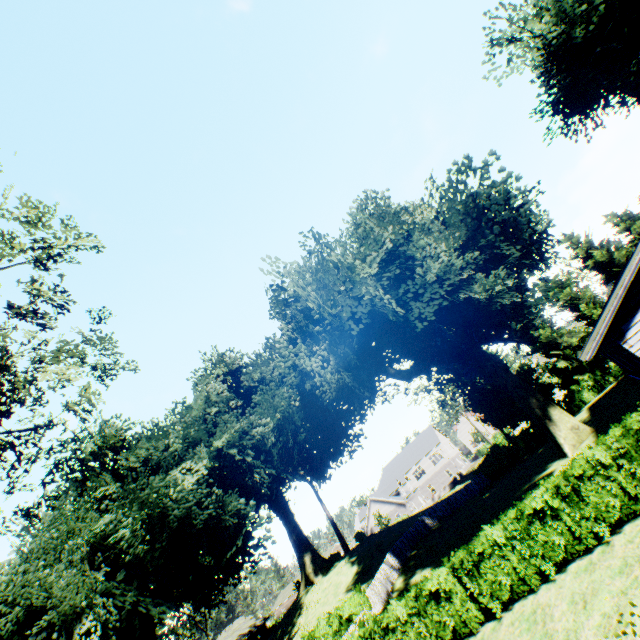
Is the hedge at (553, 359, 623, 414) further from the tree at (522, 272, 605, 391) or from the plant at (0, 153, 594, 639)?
the plant at (0, 153, 594, 639)

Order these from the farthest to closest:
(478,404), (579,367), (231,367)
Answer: (478,404), (231,367), (579,367)

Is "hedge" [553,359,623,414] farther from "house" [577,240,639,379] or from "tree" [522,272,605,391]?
"house" [577,240,639,379]

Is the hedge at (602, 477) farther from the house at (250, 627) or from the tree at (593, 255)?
the house at (250, 627)

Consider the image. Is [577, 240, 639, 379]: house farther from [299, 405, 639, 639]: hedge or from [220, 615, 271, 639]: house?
[220, 615, 271, 639]: house

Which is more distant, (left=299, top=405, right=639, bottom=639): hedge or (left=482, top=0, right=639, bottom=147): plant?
(left=482, top=0, right=639, bottom=147): plant

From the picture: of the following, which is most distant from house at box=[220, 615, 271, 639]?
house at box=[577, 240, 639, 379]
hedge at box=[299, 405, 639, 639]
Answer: house at box=[577, 240, 639, 379]

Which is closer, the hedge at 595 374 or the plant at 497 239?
the plant at 497 239
